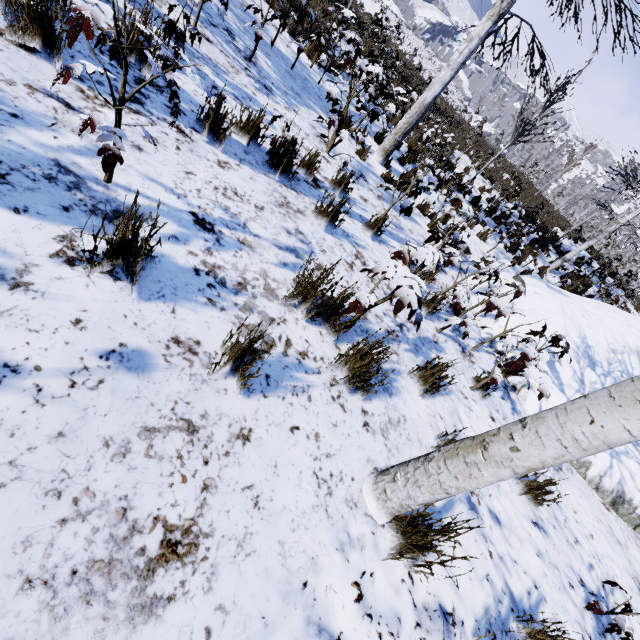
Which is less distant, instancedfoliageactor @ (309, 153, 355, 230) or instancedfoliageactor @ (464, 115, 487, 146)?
instancedfoliageactor @ (309, 153, 355, 230)

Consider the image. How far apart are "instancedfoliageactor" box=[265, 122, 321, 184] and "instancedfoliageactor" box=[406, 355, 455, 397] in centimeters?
245cm

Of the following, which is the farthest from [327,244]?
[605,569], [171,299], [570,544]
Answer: [605,569]

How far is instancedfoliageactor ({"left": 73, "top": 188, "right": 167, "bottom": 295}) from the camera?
1.4m

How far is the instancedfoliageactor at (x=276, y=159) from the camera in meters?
3.4 m

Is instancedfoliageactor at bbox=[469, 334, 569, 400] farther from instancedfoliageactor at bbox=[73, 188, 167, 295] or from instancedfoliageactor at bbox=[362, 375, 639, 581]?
instancedfoliageactor at bbox=[73, 188, 167, 295]

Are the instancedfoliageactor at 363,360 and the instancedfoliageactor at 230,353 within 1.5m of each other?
yes

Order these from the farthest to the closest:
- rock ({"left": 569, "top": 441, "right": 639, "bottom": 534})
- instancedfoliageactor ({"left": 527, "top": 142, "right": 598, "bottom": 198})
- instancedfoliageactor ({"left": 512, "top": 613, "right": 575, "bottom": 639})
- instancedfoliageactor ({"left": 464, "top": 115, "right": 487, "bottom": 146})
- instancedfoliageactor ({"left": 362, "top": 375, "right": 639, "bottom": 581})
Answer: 1. instancedfoliageactor ({"left": 527, "top": 142, "right": 598, "bottom": 198})
2. instancedfoliageactor ({"left": 464, "top": 115, "right": 487, "bottom": 146})
3. rock ({"left": 569, "top": 441, "right": 639, "bottom": 534})
4. instancedfoliageactor ({"left": 512, "top": 613, "right": 575, "bottom": 639})
5. instancedfoliageactor ({"left": 362, "top": 375, "right": 639, "bottom": 581})
